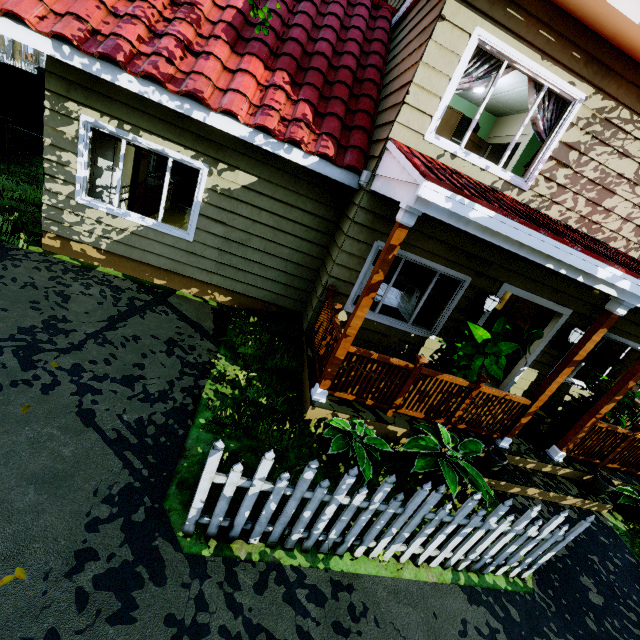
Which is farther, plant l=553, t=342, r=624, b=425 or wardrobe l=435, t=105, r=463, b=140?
wardrobe l=435, t=105, r=463, b=140

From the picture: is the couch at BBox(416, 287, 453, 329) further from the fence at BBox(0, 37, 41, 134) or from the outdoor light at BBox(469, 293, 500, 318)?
the fence at BBox(0, 37, 41, 134)

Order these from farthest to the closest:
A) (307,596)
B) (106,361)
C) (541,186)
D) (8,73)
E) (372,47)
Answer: (8,73), (372,47), (541,186), (106,361), (307,596)

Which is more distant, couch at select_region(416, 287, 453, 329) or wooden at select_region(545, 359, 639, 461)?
couch at select_region(416, 287, 453, 329)

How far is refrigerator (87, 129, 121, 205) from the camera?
5.68m

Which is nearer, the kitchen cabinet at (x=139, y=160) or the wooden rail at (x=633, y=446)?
the wooden rail at (x=633, y=446)

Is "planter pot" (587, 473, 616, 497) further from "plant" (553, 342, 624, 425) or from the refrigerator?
the refrigerator

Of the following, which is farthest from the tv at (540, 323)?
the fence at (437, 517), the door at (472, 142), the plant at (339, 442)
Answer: the plant at (339, 442)
